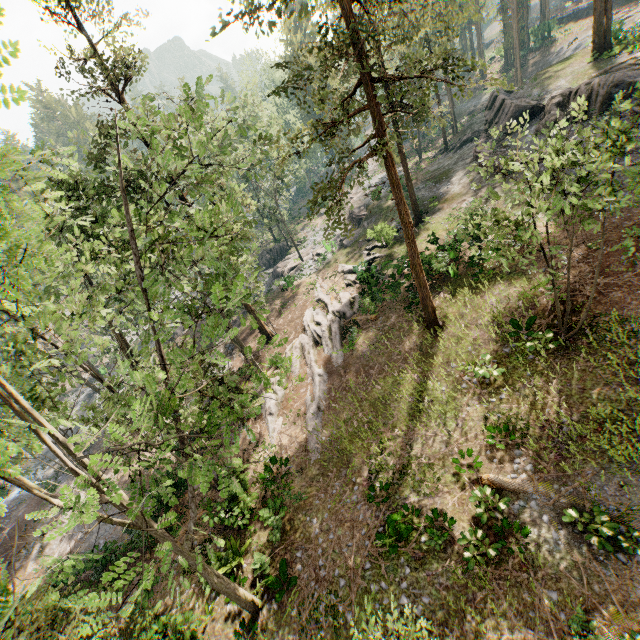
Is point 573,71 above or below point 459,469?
above

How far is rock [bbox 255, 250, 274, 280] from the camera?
45.34m

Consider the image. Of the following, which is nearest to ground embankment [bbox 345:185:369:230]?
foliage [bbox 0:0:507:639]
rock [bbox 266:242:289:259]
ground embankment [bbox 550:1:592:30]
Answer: foliage [bbox 0:0:507:639]

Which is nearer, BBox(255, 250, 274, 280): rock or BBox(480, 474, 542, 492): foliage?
BBox(480, 474, 542, 492): foliage

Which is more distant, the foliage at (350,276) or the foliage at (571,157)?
the foliage at (350,276)

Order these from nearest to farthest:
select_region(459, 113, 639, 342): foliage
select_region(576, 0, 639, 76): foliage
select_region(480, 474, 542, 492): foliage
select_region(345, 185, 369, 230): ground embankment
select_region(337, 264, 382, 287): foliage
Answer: select_region(459, 113, 639, 342): foliage < select_region(480, 474, 542, 492): foliage < select_region(576, 0, 639, 76): foliage < select_region(337, 264, 382, 287): foliage < select_region(345, 185, 369, 230): ground embankment

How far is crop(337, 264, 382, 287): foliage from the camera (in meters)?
24.67
